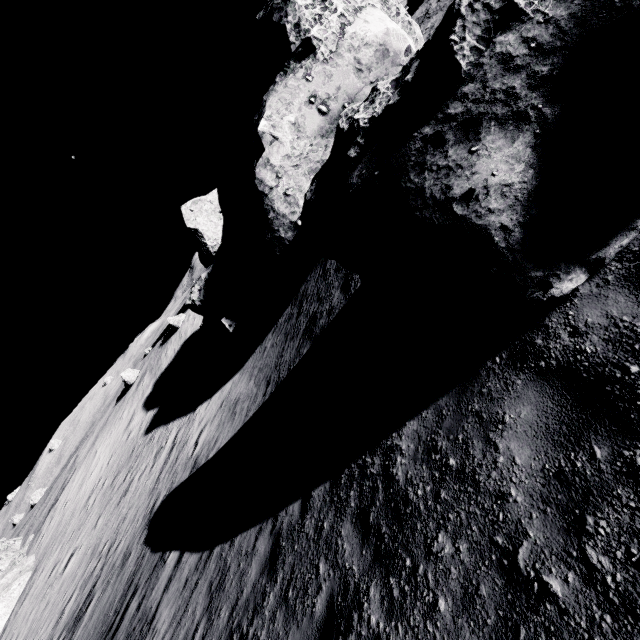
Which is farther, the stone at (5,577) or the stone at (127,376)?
the stone at (127,376)

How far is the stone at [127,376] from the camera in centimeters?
3747cm

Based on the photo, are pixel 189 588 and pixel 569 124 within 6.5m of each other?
no

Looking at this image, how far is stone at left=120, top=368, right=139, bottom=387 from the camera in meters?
37.5 m

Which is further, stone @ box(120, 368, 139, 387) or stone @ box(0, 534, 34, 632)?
stone @ box(120, 368, 139, 387)
